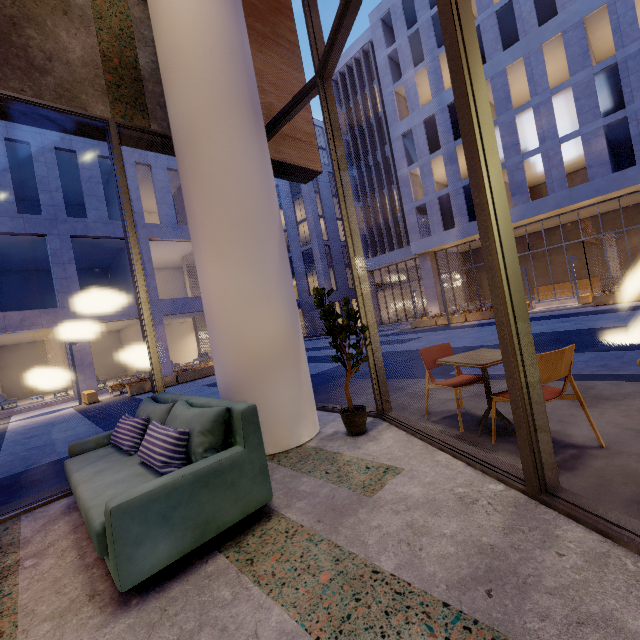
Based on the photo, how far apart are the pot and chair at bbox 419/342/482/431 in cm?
71

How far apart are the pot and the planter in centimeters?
1357cm

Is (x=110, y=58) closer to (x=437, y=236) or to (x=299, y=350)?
(x=299, y=350)

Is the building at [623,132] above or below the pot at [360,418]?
above

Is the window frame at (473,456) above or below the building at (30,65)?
below

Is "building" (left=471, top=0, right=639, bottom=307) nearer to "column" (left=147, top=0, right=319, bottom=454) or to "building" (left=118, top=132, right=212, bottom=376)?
"building" (left=118, top=132, right=212, bottom=376)

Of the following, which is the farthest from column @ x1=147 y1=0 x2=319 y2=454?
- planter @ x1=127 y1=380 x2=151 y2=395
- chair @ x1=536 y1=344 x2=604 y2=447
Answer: planter @ x1=127 y1=380 x2=151 y2=395

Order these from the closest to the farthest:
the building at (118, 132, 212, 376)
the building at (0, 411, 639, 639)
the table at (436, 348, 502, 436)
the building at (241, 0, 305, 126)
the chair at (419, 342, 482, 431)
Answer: the building at (0, 411, 639, 639), the table at (436, 348, 502, 436), the chair at (419, 342, 482, 431), the building at (241, 0, 305, 126), the building at (118, 132, 212, 376)
